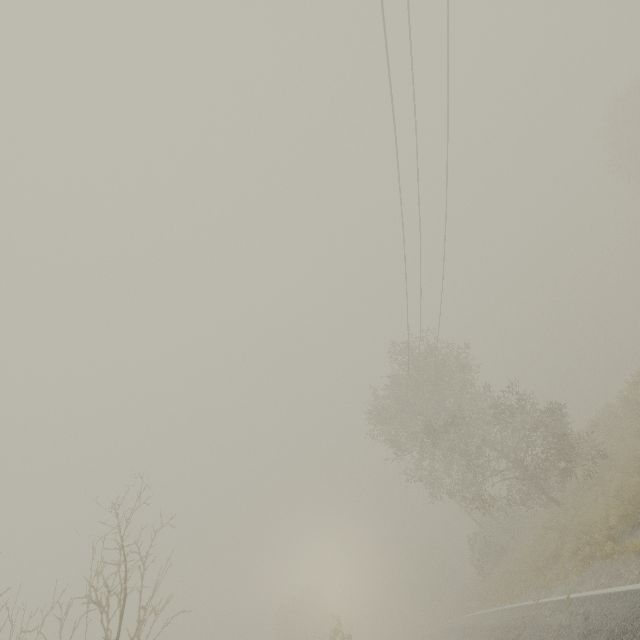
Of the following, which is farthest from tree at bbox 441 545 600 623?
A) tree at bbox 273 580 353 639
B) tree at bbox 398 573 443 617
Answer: tree at bbox 398 573 443 617

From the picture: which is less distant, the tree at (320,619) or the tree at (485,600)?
the tree at (485,600)

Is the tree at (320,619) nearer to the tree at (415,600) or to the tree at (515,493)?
the tree at (515,493)

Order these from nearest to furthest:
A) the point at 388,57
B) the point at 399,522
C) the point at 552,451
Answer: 1. the point at 388,57
2. the point at 552,451
3. the point at 399,522

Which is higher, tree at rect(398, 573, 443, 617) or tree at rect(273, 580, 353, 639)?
tree at rect(273, 580, 353, 639)

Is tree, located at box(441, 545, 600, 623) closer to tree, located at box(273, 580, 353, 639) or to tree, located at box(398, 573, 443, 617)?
tree, located at box(273, 580, 353, 639)
